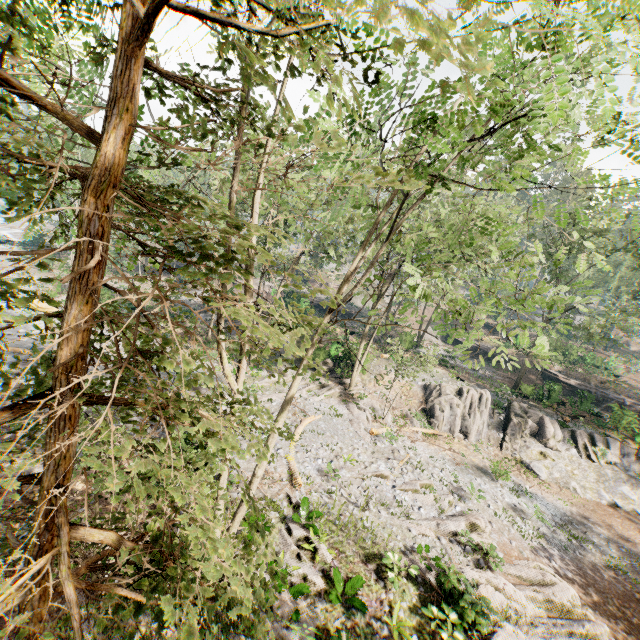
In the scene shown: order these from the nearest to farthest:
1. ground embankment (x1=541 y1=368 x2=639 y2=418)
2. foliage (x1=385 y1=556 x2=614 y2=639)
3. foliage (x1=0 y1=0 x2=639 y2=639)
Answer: foliage (x1=0 y1=0 x2=639 y2=639)
foliage (x1=385 y1=556 x2=614 y2=639)
ground embankment (x1=541 y1=368 x2=639 y2=418)

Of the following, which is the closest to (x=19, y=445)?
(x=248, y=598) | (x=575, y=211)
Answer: (x=248, y=598)

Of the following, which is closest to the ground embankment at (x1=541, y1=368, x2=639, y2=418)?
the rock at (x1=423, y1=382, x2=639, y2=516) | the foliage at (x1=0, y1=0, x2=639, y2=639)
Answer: the foliage at (x1=0, y1=0, x2=639, y2=639)

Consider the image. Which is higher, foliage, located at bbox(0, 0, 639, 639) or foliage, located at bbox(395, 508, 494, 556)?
foliage, located at bbox(0, 0, 639, 639)

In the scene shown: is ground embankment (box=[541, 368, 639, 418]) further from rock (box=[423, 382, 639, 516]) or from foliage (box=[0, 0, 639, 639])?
rock (box=[423, 382, 639, 516])

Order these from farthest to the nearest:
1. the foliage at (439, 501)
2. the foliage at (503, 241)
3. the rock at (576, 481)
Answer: the rock at (576, 481) → the foliage at (439, 501) → the foliage at (503, 241)

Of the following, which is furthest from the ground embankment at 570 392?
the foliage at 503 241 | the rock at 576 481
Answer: the rock at 576 481
